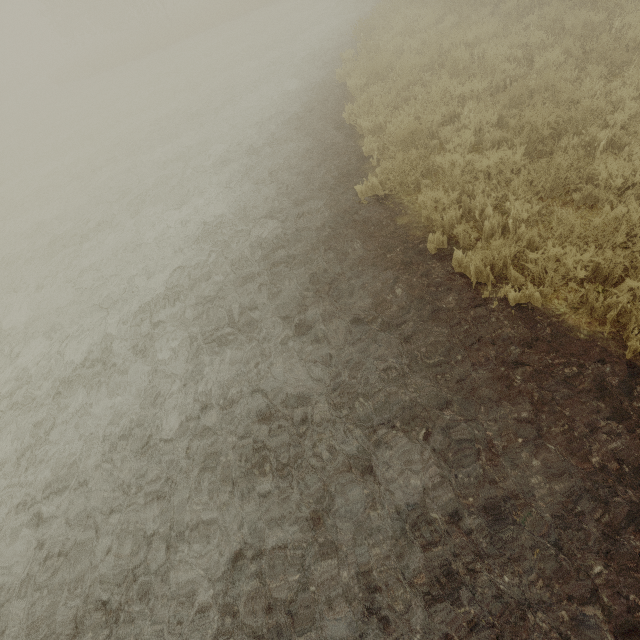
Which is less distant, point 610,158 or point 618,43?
point 610,158
